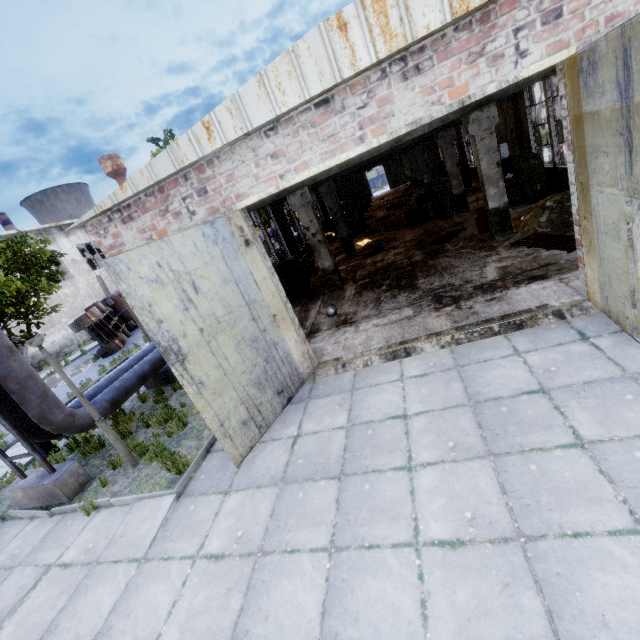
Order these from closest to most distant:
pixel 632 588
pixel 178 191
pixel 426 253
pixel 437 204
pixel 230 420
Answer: pixel 632 588, pixel 230 420, pixel 178 191, pixel 426 253, pixel 437 204

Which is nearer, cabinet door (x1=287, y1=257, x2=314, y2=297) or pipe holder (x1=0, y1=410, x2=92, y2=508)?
pipe holder (x1=0, y1=410, x2=92, y2=508)

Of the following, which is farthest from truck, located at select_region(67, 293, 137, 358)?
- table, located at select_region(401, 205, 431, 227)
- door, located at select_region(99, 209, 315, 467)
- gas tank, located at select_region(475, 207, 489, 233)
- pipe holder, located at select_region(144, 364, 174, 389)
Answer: gas tank, located at select_region(475, 207, 489, 233)

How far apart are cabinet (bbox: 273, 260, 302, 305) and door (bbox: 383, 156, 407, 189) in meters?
42.0 m

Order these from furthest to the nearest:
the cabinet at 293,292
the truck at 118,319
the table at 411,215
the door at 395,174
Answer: the door at 395,174, the truck at 118,319, the table at 411,215, the cabinet at 293,292

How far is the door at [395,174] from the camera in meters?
47.6 m

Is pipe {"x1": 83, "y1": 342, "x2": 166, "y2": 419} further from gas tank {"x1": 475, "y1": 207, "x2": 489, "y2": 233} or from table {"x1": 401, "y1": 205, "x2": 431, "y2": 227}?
gas tank {"x1": 475, "y1": 207, "x2": 489, "y2": 233}

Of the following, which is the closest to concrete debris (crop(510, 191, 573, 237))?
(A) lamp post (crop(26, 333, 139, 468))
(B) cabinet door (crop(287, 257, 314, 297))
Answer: (B) cabinet door (crop(287, 257, 314, 297))
